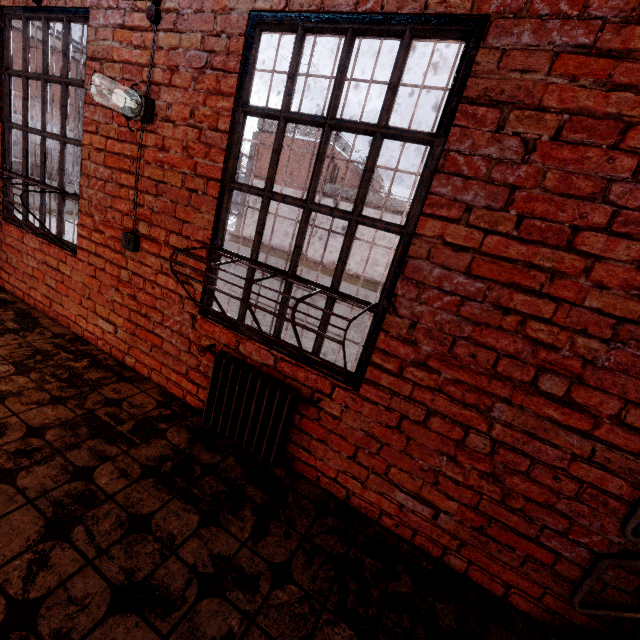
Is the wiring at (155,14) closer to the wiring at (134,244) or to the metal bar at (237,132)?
the wiring at (134,244)

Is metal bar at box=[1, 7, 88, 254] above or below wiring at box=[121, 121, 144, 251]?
above

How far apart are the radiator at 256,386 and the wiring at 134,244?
1.07m

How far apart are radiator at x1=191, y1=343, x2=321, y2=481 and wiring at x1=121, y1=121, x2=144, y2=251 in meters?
1.1

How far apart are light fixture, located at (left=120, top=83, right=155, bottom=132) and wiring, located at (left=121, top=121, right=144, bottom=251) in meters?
0.1 m

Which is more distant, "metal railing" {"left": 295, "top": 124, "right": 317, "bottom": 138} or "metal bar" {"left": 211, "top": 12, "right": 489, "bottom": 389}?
"metal railing" {"left": 295, "top": 124, "right": 317, "bottom": 138}

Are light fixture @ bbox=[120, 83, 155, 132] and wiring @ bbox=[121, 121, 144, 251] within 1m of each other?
yes

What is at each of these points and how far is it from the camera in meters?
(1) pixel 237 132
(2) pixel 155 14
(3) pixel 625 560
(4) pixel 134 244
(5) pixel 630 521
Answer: (1) metal bar, 2.1
(2) wiring, 2.2
(3) stair, 1.4
(4) wiring, 2.6
(5) stair, 1.4
